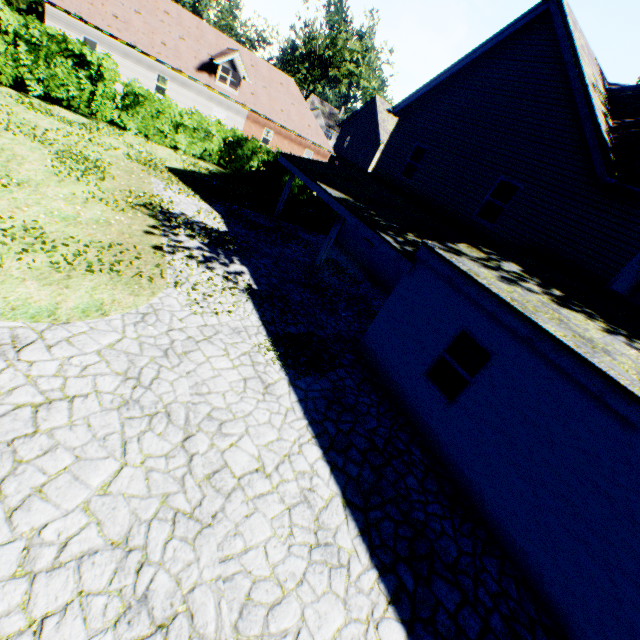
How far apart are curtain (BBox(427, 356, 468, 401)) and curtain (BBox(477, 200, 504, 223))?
6.8m

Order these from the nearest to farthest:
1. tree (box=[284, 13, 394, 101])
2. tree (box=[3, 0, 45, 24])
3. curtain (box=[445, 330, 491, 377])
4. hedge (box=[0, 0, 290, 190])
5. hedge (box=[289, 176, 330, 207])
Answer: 1. curtain (box=[445, 330, 491, 377])
2. hedge (box=[0, 0, 290, 190])
3. tree (box=[3, 0, 45, 24])
4. hedge (box=[289, 176, 330, 207])
5. tree (box=[284, 13, 394, 101])

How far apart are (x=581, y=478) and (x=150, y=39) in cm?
3743

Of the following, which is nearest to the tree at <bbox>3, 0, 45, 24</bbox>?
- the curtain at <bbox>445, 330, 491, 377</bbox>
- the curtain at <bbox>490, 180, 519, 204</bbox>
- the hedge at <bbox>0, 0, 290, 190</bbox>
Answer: the hedge at <bbox>0, 0, 290, 190</bbox>

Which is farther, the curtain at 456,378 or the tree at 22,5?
the tree at 22,5

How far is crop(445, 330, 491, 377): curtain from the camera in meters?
6.7 m

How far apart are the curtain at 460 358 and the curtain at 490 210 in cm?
682

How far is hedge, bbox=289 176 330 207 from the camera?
23.3 meters
